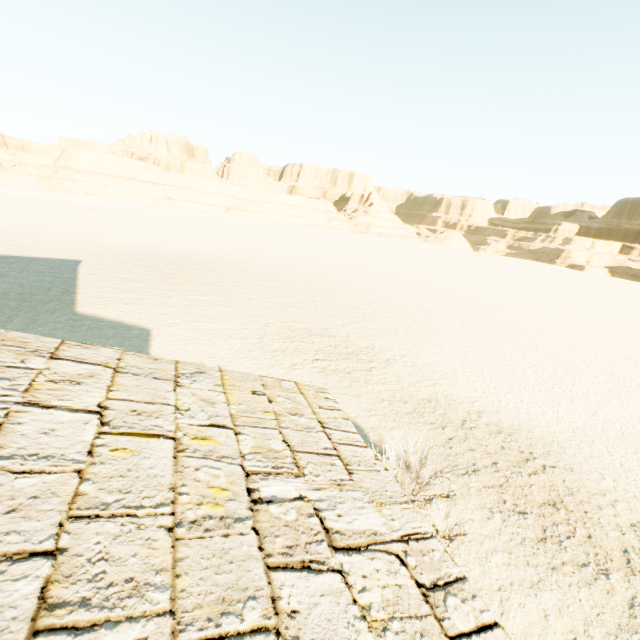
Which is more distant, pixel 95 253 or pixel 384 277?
pixel 384 277
